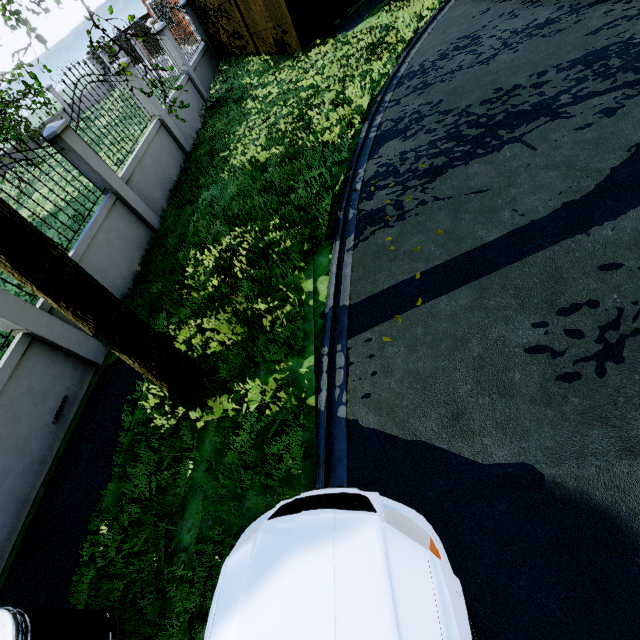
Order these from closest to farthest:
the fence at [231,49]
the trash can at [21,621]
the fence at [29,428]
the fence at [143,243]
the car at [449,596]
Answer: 1. the car at [449,596]
2. the trash can at [21,621]
3. the fence at [29,428]
4. the fence at [143,243]
5. the fence at [231,49]

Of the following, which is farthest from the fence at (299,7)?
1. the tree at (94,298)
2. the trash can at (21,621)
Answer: the trash can at (21,621)

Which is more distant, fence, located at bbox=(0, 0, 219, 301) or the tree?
fence, located at bbox=(0, 0, 219, 301)

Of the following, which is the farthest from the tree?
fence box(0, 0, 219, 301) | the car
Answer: the car

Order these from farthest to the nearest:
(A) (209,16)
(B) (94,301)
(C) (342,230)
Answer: (A) (209,16) < (C) (342,230) < (B) (94,301)

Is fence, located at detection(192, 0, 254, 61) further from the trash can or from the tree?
the trash can

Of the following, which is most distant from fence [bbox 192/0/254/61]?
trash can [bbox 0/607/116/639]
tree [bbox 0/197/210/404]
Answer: trash can [bbox 0/607/116/639]
